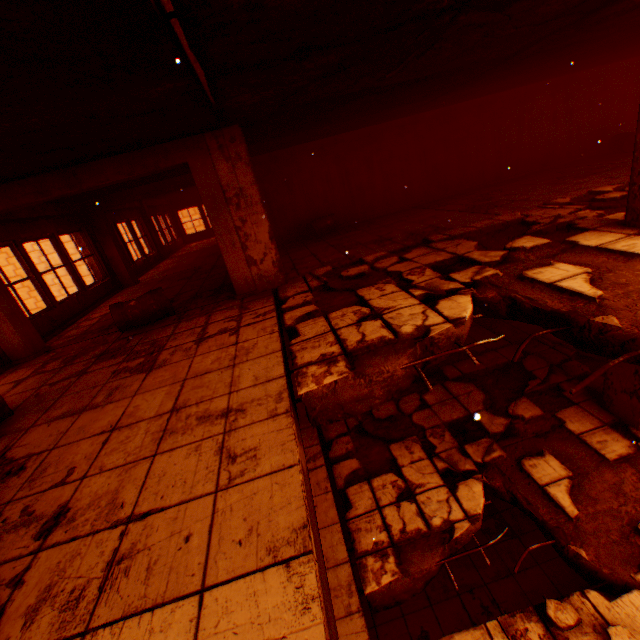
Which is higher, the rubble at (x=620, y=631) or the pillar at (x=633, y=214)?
the pillar at (x=633, y=214)

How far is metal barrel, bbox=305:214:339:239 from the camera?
9.50m

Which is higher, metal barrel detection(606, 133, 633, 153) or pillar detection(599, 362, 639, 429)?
metal barrel detection(606, 133, 633, 153)

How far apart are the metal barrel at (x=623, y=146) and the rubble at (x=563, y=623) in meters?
12.8 m

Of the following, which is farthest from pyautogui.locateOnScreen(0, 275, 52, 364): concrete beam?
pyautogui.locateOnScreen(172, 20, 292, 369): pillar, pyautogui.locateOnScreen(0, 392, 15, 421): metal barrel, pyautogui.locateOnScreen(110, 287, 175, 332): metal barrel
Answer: pyautogui.locateOnScreen(0, 392, 15, 421): metal barrel

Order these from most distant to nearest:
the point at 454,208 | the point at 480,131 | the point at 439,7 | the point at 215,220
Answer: the point at 480,131 < the point at 454,208 < the point at 215,220 < the point at 439,7

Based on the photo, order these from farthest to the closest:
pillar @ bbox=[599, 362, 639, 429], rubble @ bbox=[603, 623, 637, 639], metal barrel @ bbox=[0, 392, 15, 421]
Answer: pillar @ bbox=[599, 362, 639, 429], metal barrel @ bbox=[0, 392, 15, 421], rubble @ bbox=[603, 623, 637, 639]

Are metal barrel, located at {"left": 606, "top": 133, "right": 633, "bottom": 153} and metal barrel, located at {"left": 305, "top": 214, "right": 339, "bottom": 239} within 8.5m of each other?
no
